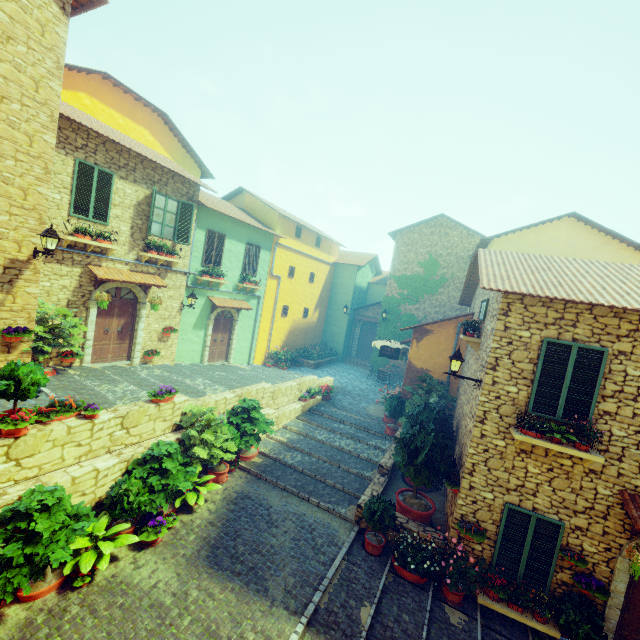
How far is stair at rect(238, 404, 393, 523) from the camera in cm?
953

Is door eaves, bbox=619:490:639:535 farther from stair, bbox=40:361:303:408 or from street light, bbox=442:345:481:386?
stair, bbox=40:361:303:408

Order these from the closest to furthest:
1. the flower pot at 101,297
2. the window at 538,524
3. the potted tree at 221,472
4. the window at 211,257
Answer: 1. the window at 538,524
2. the potted tree at 221,472
3. the flower pot at 101,297
4. the window at 211,257

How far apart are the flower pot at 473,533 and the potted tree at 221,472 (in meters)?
6.25

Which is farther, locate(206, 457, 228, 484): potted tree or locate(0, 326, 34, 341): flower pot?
locate(206, 457, 228, 484): potted tree

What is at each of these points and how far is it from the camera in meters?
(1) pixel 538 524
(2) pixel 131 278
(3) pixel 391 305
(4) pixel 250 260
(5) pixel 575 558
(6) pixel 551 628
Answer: (1) window, 6.9
(2) door eaves, 10.9
(3) vines, 21.8
(4) window, 17.0
(5) flower pot, 6.5
(6) window sill, 6.5

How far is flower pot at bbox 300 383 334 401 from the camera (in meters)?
14.77

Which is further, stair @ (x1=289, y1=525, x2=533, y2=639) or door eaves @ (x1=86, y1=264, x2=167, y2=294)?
door eaves @ (x1=86, y1=264, x2=167, y2=294)
